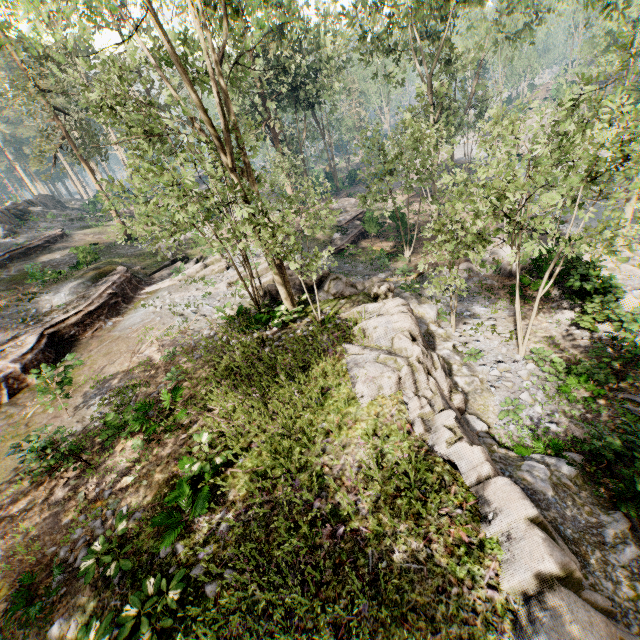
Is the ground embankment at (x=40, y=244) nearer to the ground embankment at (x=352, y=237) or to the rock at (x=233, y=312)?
the rock at (x=233, y=312)

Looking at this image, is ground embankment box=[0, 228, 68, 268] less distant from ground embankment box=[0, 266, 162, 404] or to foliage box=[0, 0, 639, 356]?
foliage box=[0, 0, 639, 356]

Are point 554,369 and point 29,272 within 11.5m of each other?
no

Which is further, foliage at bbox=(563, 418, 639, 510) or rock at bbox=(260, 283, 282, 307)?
rock at bbox=(260, 283, 282, 307)

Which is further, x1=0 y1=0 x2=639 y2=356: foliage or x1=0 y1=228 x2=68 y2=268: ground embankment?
x1=0 y1=228 x2=68 y2=268: ground embankment

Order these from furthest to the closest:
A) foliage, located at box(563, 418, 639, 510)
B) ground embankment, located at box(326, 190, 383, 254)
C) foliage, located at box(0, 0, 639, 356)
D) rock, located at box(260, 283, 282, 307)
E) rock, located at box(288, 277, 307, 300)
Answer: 1. ground embankment, located at box(326, 190, 383, 254)
2. rock, located at box(260, 283, 282, 307)
3. rock, located at box(288, 277, 307, 300)
4. foliage, located at box(0, 0, 639, 356)
5. foliage, located at box(563, 418, 639, 510)

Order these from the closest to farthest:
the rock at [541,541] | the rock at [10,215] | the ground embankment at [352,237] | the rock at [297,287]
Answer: the rock at [541,541] → the rock at [297,287] → the ground embankment at [352,237] → the rock at [10,215]

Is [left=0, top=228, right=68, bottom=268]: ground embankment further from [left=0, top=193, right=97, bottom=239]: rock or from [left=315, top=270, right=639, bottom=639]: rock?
[left=315, top=270, right=639, bottom=639]: rock
